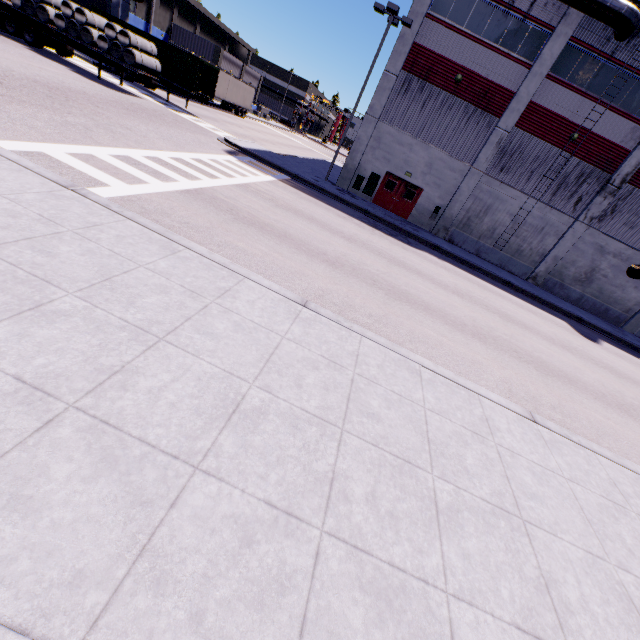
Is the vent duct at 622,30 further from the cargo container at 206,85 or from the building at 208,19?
the cargo container at 206,85

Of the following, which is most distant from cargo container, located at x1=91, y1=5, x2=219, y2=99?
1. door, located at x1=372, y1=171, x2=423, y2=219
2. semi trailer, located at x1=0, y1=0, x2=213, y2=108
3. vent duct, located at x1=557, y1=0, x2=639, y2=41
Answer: door, located at x1=372, y1=171, x2=423, y2=219

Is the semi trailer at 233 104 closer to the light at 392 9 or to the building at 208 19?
the building at 208 19

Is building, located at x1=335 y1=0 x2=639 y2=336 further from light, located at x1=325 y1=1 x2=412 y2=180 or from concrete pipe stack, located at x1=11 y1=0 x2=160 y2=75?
concrete pipe stack, located at x1=11 y1=0 x2=160 y2=75

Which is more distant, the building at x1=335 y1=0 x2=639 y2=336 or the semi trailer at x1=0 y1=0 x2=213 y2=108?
the semi trailer at x1=0 y1=0 x2=213 y2=108

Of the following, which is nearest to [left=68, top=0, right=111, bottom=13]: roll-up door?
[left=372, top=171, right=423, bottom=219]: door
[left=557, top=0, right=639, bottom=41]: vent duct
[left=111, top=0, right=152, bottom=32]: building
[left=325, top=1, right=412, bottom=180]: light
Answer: [left=111, top=0, right=152, bottom=32]: building

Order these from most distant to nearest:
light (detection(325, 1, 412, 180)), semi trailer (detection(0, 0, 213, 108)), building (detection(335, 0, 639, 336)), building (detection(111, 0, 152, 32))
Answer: building (detection(111, 0, 152, 32)) → semi trailer (detection(0, 0, 213, 108)) → building (detection(335, 0, 639, 336)) → light (detection(325, 1, 412, 180))

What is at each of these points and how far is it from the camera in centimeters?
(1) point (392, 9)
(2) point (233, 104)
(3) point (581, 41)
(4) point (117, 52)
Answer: (1) light, 1791cm
(2) semi trailer, 4025cm
(3) building, 1820cm
(4) concrete pipe stack, 1952cm
